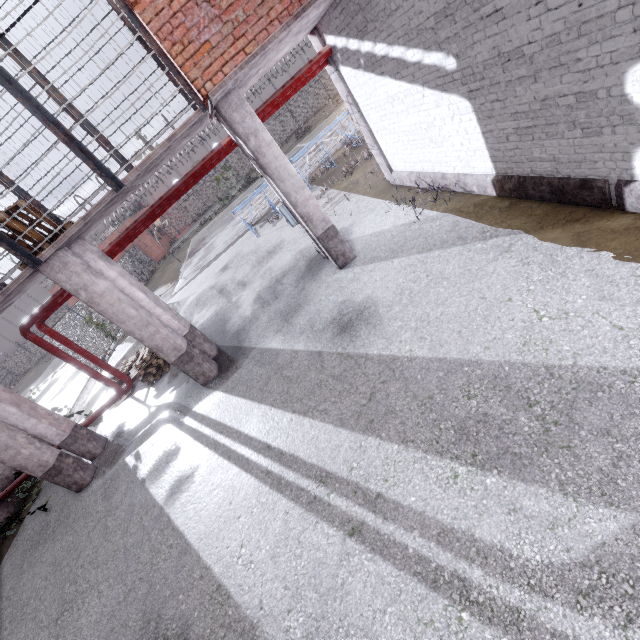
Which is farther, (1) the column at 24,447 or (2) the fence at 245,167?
(2) the fence at 245,167

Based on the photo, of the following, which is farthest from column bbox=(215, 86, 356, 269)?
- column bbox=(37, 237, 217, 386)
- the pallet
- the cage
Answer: the pallet

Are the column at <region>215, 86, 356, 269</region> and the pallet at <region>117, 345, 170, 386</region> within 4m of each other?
no

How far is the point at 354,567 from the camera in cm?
316

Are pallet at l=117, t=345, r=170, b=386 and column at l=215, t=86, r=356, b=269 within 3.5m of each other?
no

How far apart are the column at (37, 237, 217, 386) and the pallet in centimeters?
253cm

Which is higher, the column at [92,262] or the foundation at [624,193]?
the column at [92,262]

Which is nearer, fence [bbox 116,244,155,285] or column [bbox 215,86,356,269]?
column [bbox 215,86,356,269]
